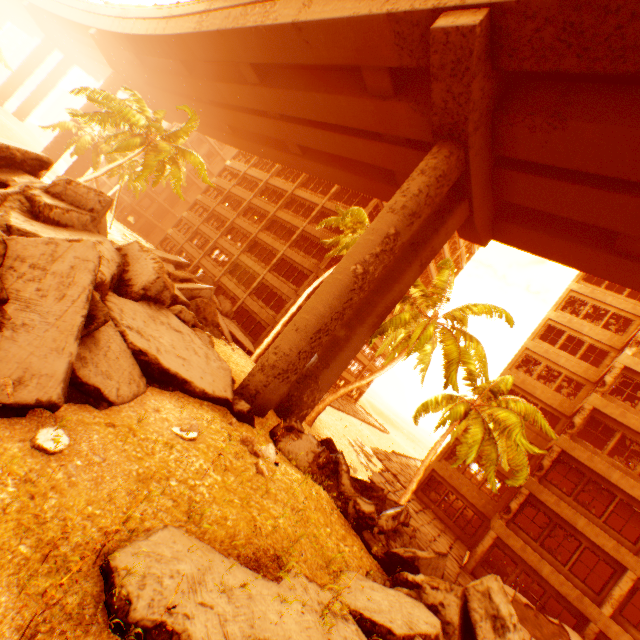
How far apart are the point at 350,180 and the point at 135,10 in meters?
28.9

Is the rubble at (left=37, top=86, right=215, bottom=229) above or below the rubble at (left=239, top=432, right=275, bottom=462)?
above

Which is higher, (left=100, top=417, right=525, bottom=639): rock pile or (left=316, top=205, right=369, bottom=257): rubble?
(left=316, top=205, right=369, bottom=257): rubble

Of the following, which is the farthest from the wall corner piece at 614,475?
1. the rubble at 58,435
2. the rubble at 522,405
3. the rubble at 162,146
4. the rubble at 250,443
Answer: the rubble at 58,435

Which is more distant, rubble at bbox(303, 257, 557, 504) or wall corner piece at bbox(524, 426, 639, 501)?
wall corner piece at bbox(524, 426, 639, 501)

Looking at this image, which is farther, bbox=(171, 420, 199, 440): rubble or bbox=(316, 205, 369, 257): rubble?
bbox=(316, 205, 369, 257): rubble

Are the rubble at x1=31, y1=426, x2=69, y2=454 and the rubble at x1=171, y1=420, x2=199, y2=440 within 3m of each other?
yes

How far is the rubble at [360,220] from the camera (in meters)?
19.62
